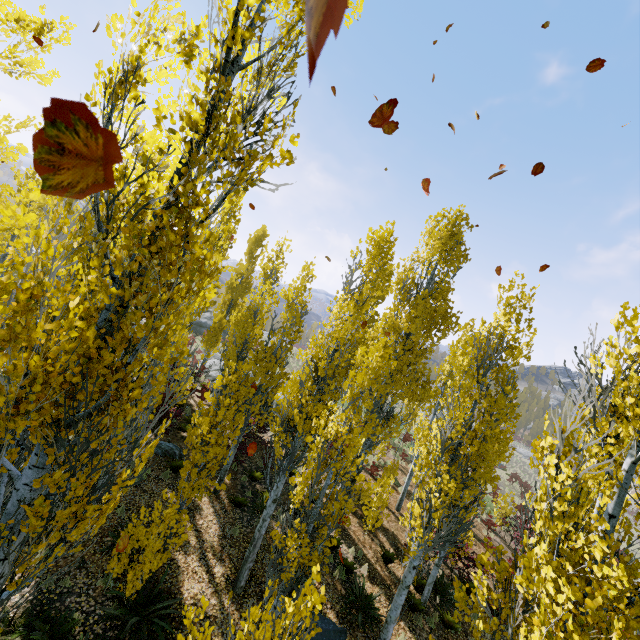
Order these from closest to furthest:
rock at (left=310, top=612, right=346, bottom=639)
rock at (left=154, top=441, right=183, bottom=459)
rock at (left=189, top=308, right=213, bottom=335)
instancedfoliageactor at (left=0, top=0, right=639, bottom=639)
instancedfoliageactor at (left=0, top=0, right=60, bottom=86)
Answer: instancedfoliageactor at (left=0, top=0, right=639, bottom=639) → instancedfoliageactor at (left=0, top=0, right=60, bottom=86) → rock at (left=310, top=612, right=346, bottom=639) → rock at (left=154, top=441, right=183, bottom=459) → rock at (left=189, top=308, right=213, bottom=335)

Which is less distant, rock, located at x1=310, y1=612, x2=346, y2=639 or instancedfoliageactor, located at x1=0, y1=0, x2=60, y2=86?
instancedfoliageactor, located at x1=0, y1=0, x2=60, y2=86

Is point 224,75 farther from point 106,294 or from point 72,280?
point 72,280

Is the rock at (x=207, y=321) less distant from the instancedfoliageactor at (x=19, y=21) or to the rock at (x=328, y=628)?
the instancedfoliageactor at (x=19, y=21)

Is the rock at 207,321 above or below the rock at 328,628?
above

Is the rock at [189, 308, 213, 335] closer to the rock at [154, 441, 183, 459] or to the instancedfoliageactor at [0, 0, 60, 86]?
the instancedfoliageactor at [0, 0, 60, 86]

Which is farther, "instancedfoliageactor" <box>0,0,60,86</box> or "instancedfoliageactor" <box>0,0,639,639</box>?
"instancedfoliageactor" <box>0,0,60,86</box>

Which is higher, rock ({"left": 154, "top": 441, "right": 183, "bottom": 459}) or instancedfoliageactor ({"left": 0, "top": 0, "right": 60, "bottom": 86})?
instancedfoliageactor ({"left": 0, "top": 0, "right": 60, "bottom": 86})
